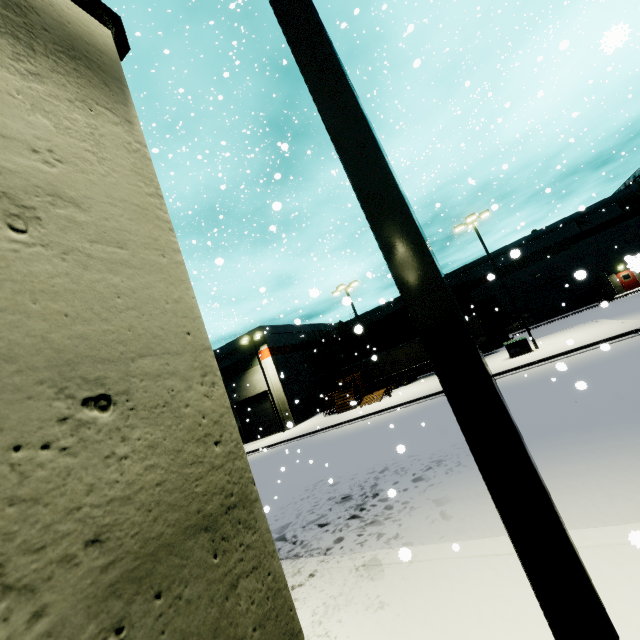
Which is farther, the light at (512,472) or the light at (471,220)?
the light at (471,220)

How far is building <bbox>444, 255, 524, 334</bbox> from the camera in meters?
42.1

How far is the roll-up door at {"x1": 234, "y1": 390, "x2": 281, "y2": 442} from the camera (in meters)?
33.66

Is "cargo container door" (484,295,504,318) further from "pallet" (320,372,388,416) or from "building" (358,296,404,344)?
"pallet" (320,372,388,416)

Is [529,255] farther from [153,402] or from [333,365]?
[153,402]

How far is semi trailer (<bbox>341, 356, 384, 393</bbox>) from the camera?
32.5m

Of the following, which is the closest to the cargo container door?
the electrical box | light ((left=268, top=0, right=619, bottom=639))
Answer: the electrical box

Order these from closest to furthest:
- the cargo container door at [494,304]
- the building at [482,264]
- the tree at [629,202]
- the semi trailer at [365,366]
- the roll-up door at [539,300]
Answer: the semi trailer at [365,366] → the cargo container door at [494,304] → the tree at [629,202] → the roll-up door at [539,300] → the building at [482,264]
